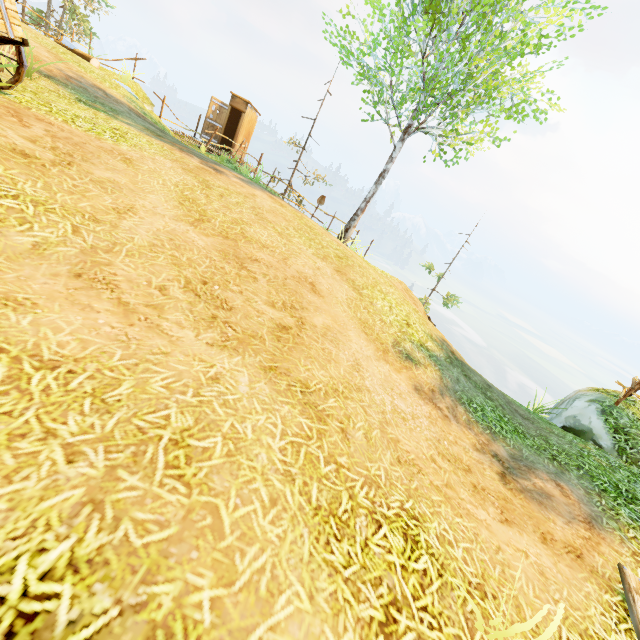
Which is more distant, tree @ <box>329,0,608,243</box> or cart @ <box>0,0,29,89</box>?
tree @ <box>329,0,608,243</box>

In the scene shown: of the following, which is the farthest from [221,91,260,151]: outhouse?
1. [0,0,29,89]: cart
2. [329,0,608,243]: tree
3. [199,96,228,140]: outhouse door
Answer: [0,0,29,89]: cart

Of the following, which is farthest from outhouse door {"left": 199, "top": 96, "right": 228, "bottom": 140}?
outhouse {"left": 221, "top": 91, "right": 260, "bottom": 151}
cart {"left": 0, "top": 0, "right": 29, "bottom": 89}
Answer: cart {"left": 0, "top": 0, "right": 29, "bottom": 89}

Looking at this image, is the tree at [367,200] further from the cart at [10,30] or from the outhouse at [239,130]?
the cart at [10,30]

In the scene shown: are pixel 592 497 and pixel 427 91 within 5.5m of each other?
no

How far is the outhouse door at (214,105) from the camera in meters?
16.3

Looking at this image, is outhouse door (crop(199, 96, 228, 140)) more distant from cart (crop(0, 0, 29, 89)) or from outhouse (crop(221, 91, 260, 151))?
cart (crop(0, 0, 29, 89))

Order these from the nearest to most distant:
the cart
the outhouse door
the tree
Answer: the cart
the tree
the outhouse door
